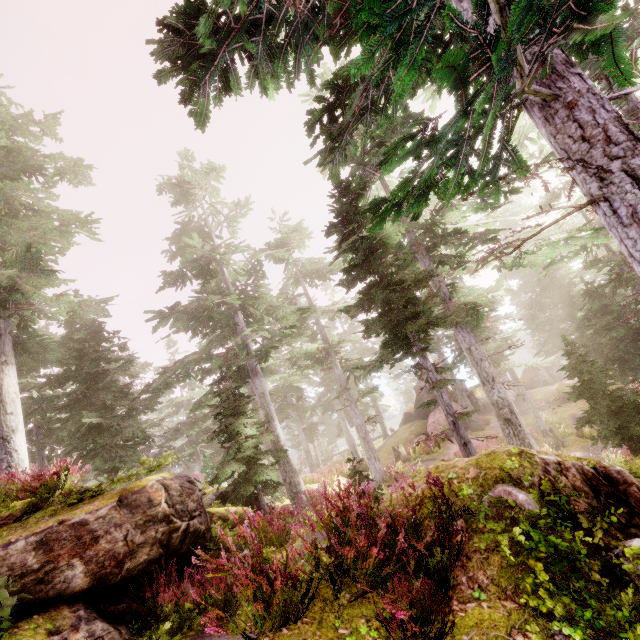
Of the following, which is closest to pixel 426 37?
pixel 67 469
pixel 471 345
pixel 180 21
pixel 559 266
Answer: pixel 180 21

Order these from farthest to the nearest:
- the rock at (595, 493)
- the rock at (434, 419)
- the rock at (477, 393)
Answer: the rock at (477, 393), the rock at (434, 419), the rock at (595, 493)

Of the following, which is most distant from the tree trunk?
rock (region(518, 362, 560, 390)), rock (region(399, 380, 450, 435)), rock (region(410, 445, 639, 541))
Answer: rock (region(518, 362, 560, 390))

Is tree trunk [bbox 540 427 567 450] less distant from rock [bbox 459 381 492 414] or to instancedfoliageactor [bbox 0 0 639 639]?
instancedfoliageactor [bbox 0 0 639 639]

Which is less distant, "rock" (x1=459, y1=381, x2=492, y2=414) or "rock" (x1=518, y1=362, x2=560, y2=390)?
"rock" (x1=459, y1=381, x2=492, y2=414)

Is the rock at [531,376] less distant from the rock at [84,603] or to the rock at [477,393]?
the rock at [477,393]

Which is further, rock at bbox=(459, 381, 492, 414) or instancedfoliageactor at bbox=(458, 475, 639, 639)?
rock at bbox=(459, 381, 492, 414)

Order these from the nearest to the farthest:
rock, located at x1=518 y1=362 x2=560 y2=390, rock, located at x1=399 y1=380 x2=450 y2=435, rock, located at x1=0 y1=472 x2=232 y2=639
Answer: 1. rock, located at x1=0 y1=472 x2=232 y2=639
2. rock, located at x1=399 y1=380 x2=450 y2=435
3. rock, located at x1=518 y1=362 x2=560 y2=390
